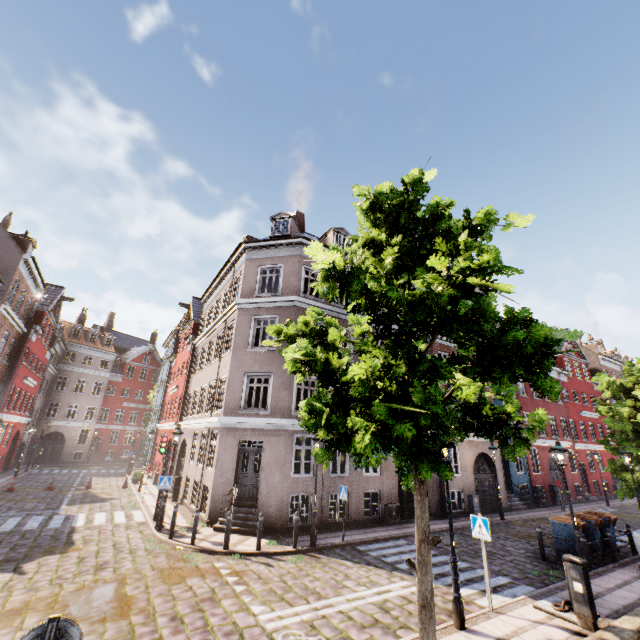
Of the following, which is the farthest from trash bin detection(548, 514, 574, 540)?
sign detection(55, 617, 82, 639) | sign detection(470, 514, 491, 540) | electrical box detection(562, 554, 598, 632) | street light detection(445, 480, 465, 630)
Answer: sign detection(55, 617, 82, 639)

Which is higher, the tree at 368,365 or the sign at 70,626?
the tree at 368,365

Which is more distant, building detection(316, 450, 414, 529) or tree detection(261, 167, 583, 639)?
building detection(316, 450, 414, 529)

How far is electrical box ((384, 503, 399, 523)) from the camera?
15.48m

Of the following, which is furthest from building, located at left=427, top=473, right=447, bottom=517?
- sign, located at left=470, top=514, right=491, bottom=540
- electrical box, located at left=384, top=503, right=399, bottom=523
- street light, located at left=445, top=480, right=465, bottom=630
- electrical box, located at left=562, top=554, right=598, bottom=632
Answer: electrical box, located at left=562, top=554, right=598, bottom=632

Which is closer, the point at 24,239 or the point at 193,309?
Result: the point at 24,239

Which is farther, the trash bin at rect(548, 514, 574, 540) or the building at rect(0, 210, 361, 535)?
the building at rect(0, 210, 361, 535)

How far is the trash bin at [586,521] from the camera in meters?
11.5
